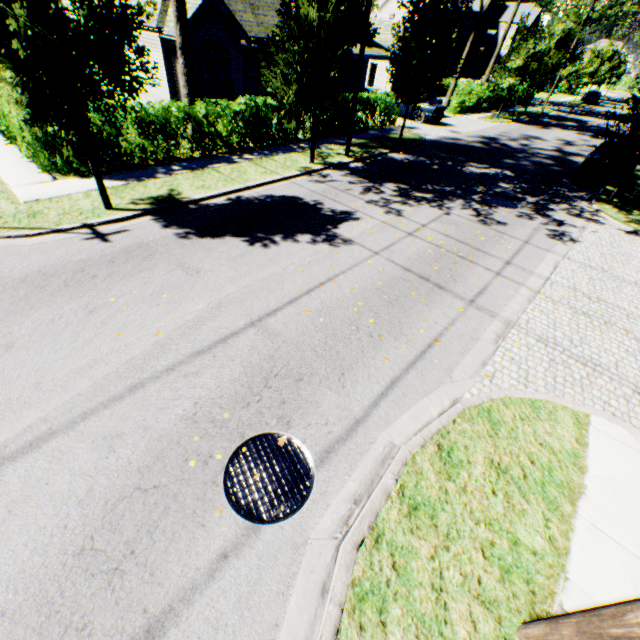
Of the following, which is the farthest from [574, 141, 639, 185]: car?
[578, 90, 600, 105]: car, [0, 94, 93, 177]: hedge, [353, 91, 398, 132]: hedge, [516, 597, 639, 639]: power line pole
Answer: [578, 90, 600, 105]: car

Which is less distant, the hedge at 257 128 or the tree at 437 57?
the hedge at 257 128

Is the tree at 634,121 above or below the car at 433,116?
above

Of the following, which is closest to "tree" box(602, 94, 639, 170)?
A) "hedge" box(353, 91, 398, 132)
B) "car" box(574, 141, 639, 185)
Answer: "hedge" box(353, 91, 398, 132)

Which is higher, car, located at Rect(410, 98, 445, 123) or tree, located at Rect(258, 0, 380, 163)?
tree, located at Rect(258, 0, 380, 163)

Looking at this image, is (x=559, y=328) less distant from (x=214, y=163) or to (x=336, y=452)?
(x=336, y=452)

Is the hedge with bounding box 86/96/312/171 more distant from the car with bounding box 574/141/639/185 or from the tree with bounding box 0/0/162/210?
the car with bounding box 574/141/639/185

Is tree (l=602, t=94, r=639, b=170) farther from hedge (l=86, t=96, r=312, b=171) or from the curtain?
the curtain
